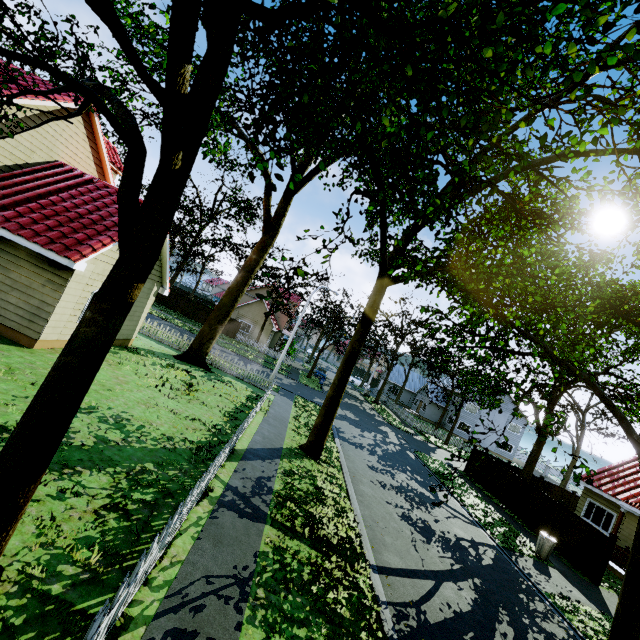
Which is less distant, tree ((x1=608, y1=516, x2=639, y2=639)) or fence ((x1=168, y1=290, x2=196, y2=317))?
tree ((x1=608, y1=516, x2=639, y2=639))

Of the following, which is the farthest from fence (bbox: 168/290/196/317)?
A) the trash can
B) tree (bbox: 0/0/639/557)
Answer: the trash can

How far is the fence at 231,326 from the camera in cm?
4016

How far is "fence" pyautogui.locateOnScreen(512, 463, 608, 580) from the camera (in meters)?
14.20

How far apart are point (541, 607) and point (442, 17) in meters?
14.8 m

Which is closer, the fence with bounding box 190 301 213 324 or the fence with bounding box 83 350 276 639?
the fence with bounding box 83 350 276 639

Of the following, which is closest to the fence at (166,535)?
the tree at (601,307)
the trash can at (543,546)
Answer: the tree at (601,307)

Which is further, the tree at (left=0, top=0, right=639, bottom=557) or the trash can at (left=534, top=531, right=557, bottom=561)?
the trash can at (left=534, top=531, right=557, bottom=561)
